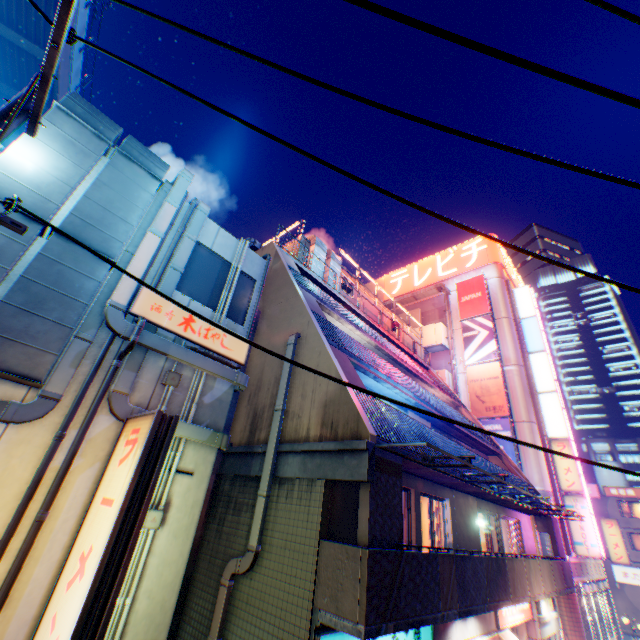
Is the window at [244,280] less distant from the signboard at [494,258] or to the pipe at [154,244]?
the pipe at [154,244]

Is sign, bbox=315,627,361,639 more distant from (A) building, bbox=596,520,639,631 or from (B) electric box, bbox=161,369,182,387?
(A) building, bbox=596,520,639,631

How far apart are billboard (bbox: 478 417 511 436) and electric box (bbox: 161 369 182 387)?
23.6m

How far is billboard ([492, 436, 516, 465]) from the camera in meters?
22.1 m

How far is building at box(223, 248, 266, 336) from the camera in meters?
8.5

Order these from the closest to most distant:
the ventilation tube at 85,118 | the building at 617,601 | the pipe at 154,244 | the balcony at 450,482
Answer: the ventilation tube at 85,118, the pipe at 154,244, the balcony at 450,482, the building at 617,601

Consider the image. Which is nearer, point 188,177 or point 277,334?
point 188,177

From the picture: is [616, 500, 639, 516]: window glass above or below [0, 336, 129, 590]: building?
above
